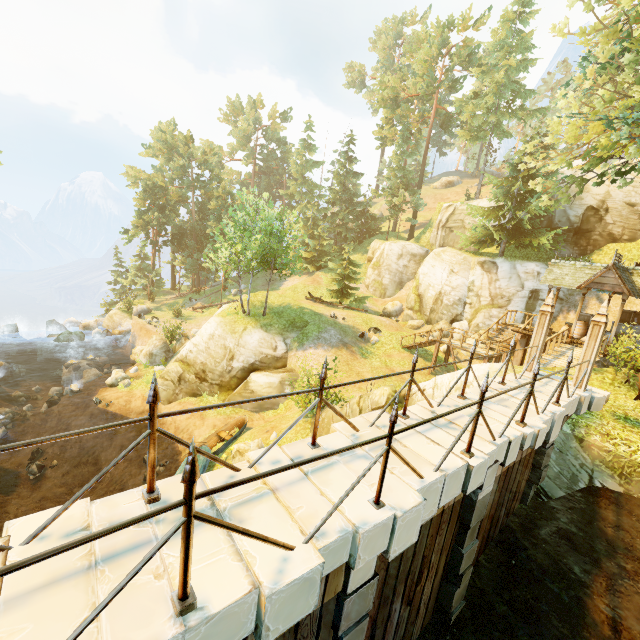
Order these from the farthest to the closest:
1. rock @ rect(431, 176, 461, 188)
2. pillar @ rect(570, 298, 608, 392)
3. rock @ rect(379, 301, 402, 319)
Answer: rock @ rect(431, 176, 461, 188) → rock @ rect(379, 301, 402, 319) → pillar @ rect(570, 298, 608, 392)

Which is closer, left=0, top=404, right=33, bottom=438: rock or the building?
the building

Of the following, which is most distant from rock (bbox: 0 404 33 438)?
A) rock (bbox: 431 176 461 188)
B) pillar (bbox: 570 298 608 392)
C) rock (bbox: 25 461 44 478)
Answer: rock (bbox: 431 176 461 188)

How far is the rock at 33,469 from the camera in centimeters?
1709cm

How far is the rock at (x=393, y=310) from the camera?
33.2 meters

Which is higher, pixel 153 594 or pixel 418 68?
pixel 418 68

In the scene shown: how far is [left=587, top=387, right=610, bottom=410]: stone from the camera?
9.88m

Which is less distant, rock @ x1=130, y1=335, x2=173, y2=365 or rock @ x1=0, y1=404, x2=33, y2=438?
rock @ x1=0, y1=404, x2=33, y2=438
